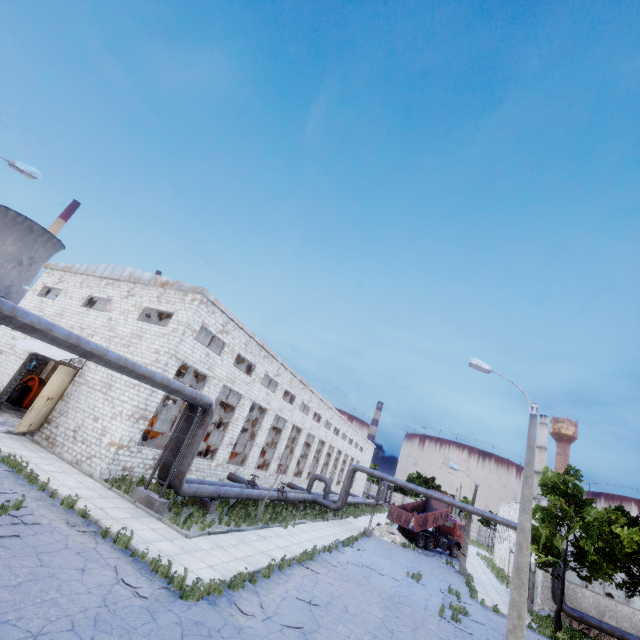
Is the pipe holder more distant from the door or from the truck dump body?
the truck dump body

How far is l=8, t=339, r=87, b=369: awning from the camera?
19.6 meters

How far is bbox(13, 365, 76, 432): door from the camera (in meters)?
17.20

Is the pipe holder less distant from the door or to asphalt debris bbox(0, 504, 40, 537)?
asphalt debris bbox(0, 504, 40, 537)

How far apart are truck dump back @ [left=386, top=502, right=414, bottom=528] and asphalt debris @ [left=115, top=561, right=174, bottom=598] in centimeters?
2941cm

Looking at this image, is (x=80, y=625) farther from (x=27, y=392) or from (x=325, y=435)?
(x=325, y=435)

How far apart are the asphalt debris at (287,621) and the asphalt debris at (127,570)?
3.2 meters

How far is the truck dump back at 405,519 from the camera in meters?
32.4 m
